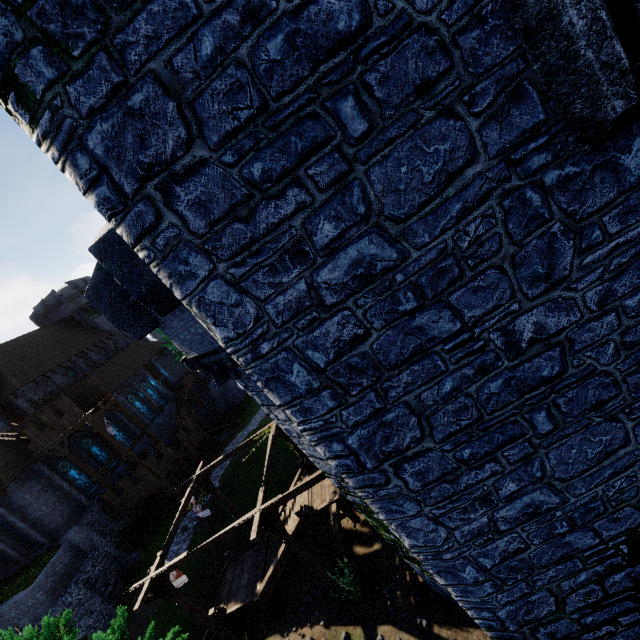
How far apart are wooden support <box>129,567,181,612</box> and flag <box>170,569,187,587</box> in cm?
8

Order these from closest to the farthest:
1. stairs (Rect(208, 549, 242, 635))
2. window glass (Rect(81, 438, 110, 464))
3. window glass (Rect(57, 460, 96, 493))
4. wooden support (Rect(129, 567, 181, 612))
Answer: wooden support (Rect(129, 567, 181, 612)) < stairs (Rect(208, 549, 242, 635)) < window glass (Rect(57, 460, 96, 493)) < window glass (Rect(81, 438, 110, 464))

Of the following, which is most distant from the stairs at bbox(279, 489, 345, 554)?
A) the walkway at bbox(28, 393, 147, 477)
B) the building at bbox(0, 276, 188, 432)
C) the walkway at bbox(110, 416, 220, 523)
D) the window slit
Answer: the building at bbox(0, 276, 188, 432)

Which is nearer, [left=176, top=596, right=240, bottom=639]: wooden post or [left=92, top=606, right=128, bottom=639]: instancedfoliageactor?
[left=92, top=606, right=128, bottom=639]: instancedfoliageactor

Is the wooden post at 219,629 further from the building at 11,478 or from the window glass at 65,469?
the window glass at 65,469

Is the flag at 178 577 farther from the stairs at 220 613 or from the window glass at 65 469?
the window glass at 65 469

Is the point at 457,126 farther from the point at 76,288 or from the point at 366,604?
the point at 76,288

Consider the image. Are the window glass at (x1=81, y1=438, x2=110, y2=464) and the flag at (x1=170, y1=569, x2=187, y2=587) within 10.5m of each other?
no
